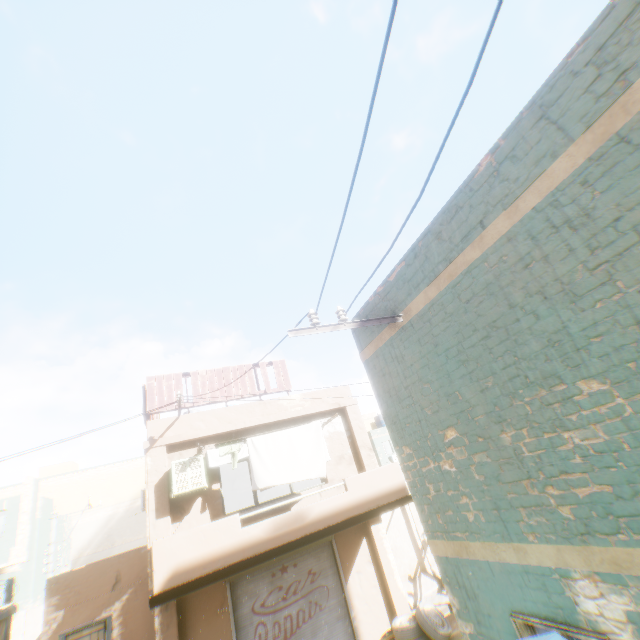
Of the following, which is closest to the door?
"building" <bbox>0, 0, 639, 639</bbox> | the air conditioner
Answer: "building" <bbox>0, 0, 639, 639</bbox>

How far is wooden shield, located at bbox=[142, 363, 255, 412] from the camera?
9.7 meters

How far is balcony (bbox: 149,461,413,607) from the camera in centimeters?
682cm

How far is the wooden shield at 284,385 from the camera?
10.1 meters

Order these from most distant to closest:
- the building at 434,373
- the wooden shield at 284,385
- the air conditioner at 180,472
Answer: the wooden shield at 284,385 → the air conditioner at 180,472 → the building at 434,373

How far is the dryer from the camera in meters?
8.7 m

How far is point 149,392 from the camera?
9.7 meters

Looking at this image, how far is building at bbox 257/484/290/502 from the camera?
18.44m
